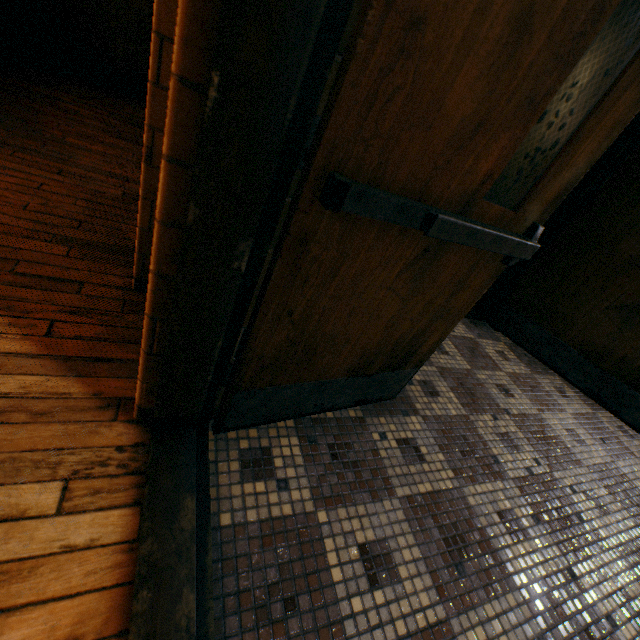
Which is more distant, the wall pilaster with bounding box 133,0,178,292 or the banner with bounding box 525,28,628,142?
the banner with bounding box 525,28,628,142

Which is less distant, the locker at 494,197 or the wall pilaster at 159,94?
the wall pilaster at 159,94

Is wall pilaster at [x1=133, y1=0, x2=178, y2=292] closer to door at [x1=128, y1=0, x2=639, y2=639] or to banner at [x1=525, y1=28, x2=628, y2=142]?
door at [x1=128, y1=0, x2=639, y2=639]

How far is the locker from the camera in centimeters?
567cm

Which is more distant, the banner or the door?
the banner

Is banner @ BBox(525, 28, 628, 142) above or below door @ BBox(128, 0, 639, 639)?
above

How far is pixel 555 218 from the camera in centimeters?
278cm

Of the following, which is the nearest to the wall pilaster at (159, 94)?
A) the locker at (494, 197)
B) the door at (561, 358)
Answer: the door at (561, 358)
